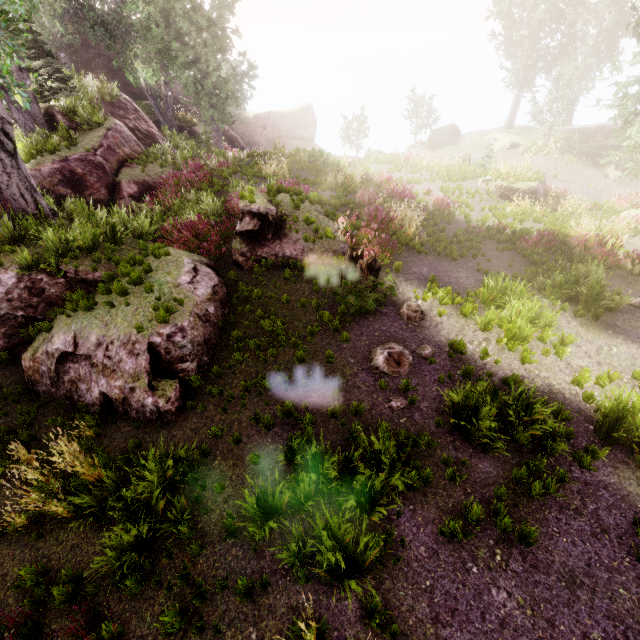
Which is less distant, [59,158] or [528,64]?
[59,158]

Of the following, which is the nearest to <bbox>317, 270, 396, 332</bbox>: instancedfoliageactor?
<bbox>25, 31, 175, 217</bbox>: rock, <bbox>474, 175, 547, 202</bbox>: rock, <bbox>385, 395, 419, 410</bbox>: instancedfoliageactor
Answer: <bbox>25, 31, 175, 217</bbox>: rock

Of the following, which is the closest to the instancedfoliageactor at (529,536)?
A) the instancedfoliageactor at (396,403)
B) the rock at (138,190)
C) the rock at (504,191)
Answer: the rock at (138,190)

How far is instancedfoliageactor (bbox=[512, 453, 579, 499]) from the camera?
5.2m

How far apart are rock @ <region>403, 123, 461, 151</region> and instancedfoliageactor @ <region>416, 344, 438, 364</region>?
34.6m

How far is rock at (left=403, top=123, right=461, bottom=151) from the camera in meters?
34.9

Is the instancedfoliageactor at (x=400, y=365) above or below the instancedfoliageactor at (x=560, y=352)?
above
